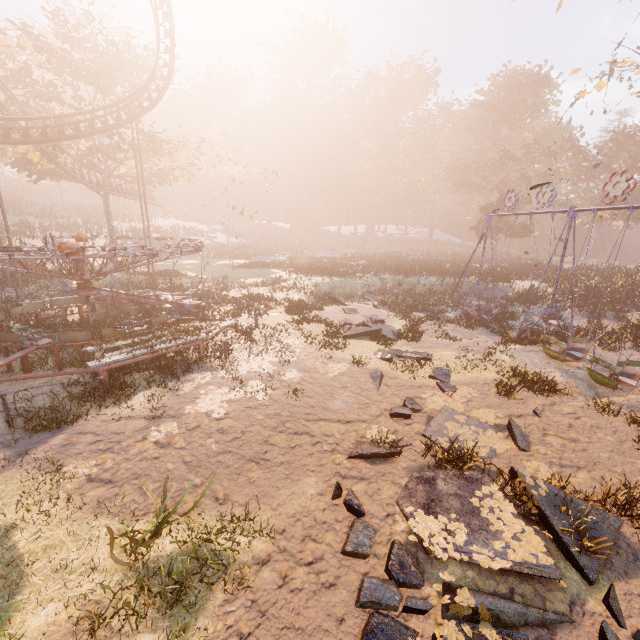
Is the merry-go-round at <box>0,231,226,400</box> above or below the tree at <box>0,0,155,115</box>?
below

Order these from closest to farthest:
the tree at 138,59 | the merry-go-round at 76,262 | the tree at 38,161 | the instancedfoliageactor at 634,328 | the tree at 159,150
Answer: the merry-go-round at 76,262 → the instancedfoliageactor at 634,328 → the tree at 138,59 → the tree at 38,161 → the tree at 159,150

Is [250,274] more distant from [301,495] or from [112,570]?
[112,570]

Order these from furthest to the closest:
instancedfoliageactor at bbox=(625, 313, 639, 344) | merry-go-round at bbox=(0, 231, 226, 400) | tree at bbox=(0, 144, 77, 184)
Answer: tree at bbox=(0, 144, 77, 184)
instancedfoliageactor at bbox=(625, 313, 639, 344)
merry-go-round at bbox=(0, 231, 226, 400)

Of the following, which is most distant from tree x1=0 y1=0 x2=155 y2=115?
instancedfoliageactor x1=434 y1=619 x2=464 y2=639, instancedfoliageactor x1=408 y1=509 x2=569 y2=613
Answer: instancedfoliageactor x1=434 y1=619 x2=464 y2=639

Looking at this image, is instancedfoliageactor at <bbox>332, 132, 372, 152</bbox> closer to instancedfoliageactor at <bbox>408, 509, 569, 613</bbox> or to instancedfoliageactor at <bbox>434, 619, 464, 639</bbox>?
instancedfoliageactor at <bbox>408, 509, 569, 613</bbox>

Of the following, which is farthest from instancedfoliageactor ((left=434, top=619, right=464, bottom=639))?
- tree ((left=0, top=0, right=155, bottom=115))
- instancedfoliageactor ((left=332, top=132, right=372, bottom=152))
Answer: tree ((left=0, top=0, right=155, bottom=115))

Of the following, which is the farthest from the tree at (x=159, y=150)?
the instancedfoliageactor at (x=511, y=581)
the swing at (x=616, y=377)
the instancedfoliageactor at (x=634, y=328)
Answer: the instancedfoliageactor at (x=634, y=328)
